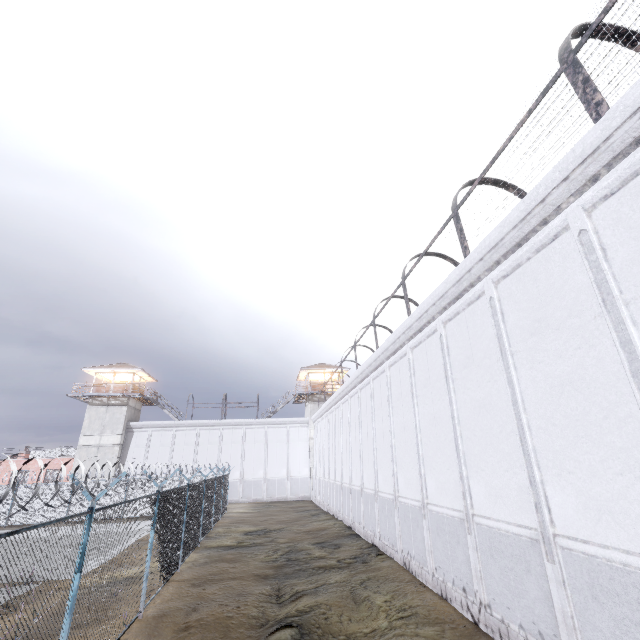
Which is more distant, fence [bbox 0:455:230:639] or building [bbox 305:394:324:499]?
building [bbox 305:394:324:499]

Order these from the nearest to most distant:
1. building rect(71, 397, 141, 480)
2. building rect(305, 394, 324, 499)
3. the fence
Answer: the fence
building rect(71, 397, 141, 480)
building rect(305, 394, 324, 499)

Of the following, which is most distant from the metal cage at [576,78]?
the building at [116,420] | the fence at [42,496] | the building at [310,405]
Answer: the building at [116,420]

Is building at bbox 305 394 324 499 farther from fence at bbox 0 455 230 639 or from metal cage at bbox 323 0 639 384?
metal cage at bbox 323 0 639 384

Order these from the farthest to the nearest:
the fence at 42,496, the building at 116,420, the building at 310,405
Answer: the building at 310,405 < the building at 116,420 < the fence at 42,496

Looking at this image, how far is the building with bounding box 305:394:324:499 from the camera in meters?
35.3 m

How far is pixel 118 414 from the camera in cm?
3453

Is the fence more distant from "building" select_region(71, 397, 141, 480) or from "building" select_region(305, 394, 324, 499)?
"building" select_region(305, 394, 324, 499)
